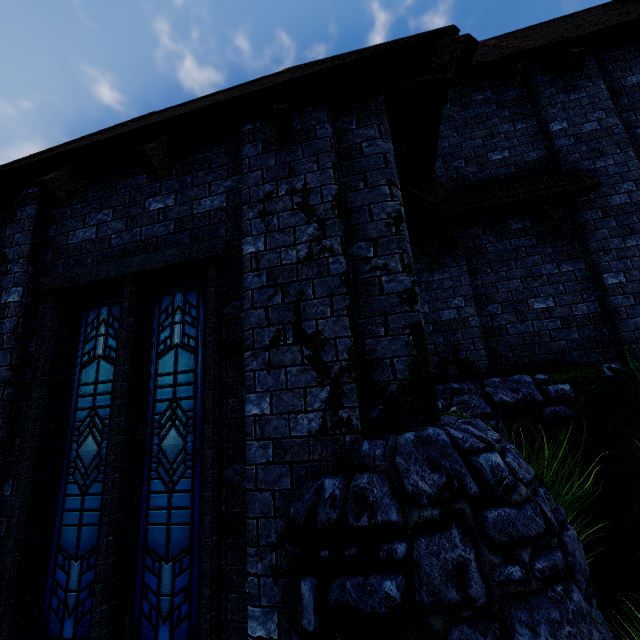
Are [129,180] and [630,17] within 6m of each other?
no
